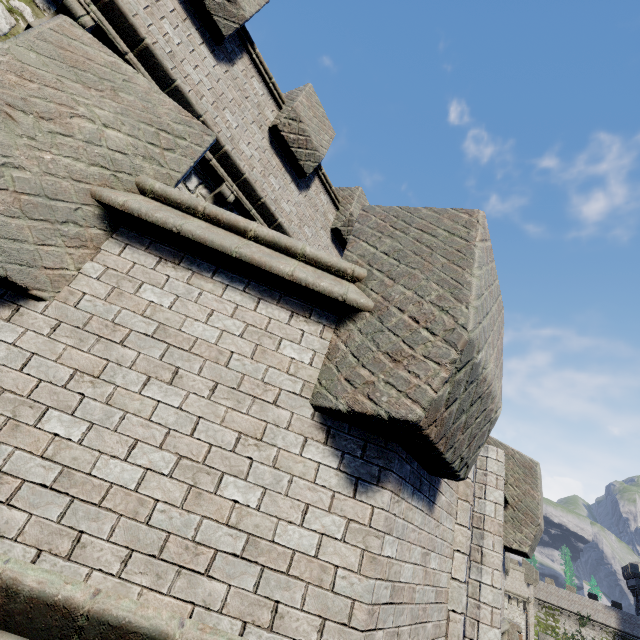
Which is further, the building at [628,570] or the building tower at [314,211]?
the building at [628,570]

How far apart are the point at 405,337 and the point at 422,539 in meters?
1.7 m

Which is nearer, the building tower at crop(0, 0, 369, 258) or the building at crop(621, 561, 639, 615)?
the building tower at crop(0, 0, 369, 258)
